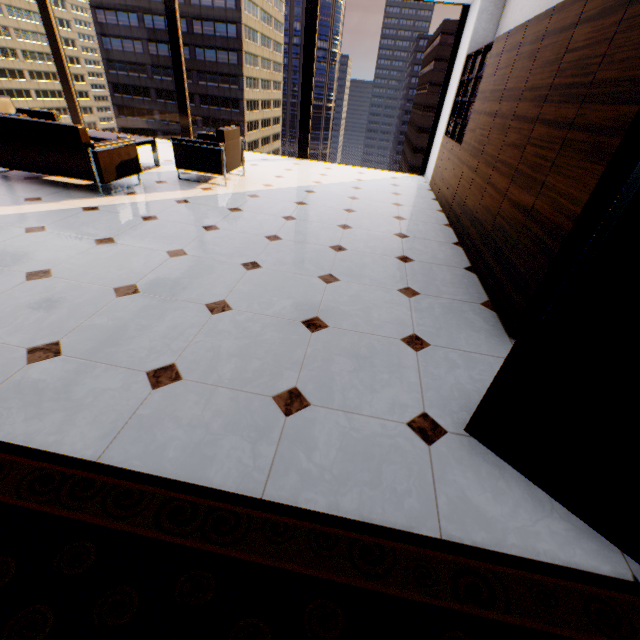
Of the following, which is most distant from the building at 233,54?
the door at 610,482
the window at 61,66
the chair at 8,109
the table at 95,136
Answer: the door at 610,482

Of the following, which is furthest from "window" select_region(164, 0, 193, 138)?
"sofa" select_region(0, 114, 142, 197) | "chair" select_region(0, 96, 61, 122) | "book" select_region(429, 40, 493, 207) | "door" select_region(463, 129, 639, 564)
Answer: "door" select_region(463, 129, 639, 564)

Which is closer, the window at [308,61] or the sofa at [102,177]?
the sofa at [102,177]

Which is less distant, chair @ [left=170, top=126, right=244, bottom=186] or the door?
the door

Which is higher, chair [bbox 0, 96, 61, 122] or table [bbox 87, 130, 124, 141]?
chair [bbox 0, 96, 61, 122]

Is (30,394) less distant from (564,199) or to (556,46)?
(564,199)

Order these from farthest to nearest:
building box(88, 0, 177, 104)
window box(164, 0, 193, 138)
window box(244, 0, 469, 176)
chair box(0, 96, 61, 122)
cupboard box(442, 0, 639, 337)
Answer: building box(88, 0, 177, 104) → window box(164, 0, 193, 138) → window box(244, 0, 469, 176) → chair box(0, 96, 61, 122) → cupboard box(442, 0, 639, 337)

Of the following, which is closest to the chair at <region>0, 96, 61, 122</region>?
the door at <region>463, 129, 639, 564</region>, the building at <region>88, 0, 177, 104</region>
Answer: the door at <region>463, 129, 639, 564</region>
